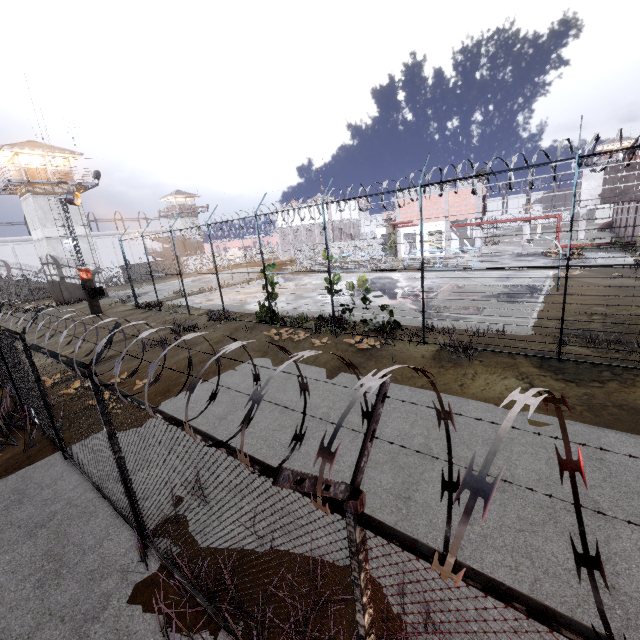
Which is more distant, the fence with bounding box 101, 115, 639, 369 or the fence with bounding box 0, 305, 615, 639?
the fence with bounding box 101, 115, 639, 369

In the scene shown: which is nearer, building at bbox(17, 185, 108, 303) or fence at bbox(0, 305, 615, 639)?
fence at bbox(0, 305, 615, 639)

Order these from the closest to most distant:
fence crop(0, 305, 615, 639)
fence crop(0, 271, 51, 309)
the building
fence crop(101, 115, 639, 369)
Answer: fence crop(0, 305, 615, 639)
fence crop(101, 115, 639, 369)
the building
fence crop(0, 271, 51, 309)

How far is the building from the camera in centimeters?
3125cm

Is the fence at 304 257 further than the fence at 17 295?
No

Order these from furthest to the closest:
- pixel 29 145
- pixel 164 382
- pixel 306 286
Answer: pixel 29 145
pixel 306 286
pixel 164 382

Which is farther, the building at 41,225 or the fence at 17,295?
the fence at 17,295
